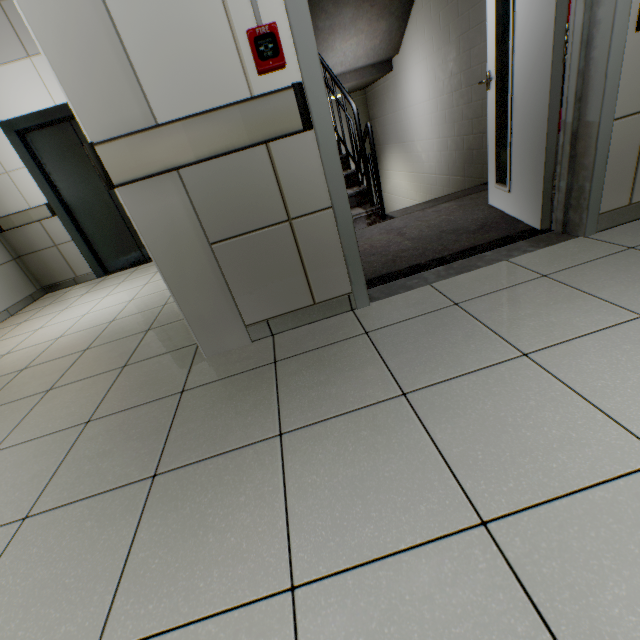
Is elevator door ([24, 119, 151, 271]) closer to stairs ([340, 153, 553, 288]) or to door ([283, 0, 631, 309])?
stairs ([340, 153, 553, 288])

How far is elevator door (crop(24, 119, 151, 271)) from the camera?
4.2m

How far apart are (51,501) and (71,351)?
1.7 meters

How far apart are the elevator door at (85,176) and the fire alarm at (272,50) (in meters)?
3.99

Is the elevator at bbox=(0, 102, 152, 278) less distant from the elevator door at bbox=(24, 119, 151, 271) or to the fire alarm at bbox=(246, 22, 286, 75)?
the elevator door at bbox=(24, 119, 151, 271)

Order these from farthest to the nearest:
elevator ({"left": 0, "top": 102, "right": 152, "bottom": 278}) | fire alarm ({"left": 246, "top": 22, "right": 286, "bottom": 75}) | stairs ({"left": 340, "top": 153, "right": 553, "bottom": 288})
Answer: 1. elevator ({"left": 0, "top": 102, "right": 152, "bottom": 278})
2. stairs ({"left": 340, "top": 153, "right": 553, "bottom": 288})
3. fire alarm ({"left": 246, "top": 22, "right": 286, "bottom": 75})

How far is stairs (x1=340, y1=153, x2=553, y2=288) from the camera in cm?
223

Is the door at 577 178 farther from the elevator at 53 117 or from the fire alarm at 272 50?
the elevator at 53 117
